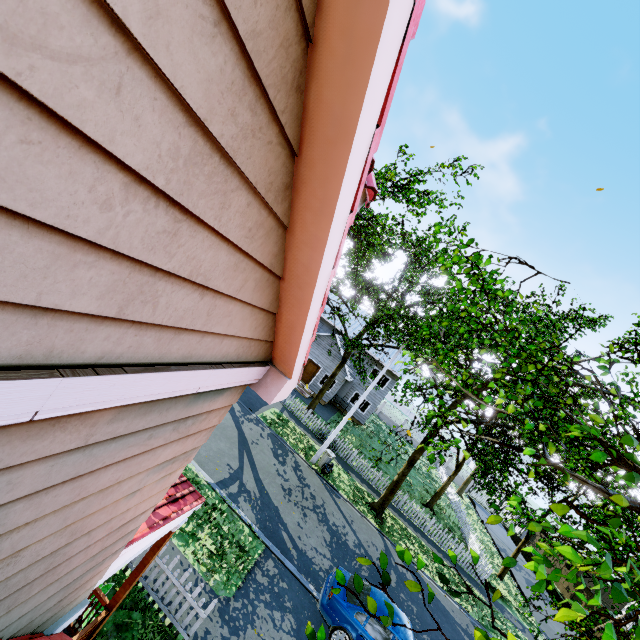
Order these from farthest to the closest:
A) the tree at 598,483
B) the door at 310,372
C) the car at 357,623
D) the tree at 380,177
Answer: the door at 310,372 < the tree at 380,177 < the car at 357,623 < the tree at 598,483

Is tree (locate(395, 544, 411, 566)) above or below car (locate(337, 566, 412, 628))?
above

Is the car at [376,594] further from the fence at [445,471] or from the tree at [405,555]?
the fence at [445,471]

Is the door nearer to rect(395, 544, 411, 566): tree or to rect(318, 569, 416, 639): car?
rect(395, 544, 411, 566): tree

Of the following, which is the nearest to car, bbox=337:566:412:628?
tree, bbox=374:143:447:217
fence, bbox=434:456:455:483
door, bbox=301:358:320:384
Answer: tree, bbox=374:143:447:217

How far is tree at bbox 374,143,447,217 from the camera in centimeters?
1080cm

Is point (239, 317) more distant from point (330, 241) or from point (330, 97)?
point (330, 97)

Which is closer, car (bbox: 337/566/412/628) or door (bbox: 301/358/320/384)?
car (bbox: 337/566/412/628)
